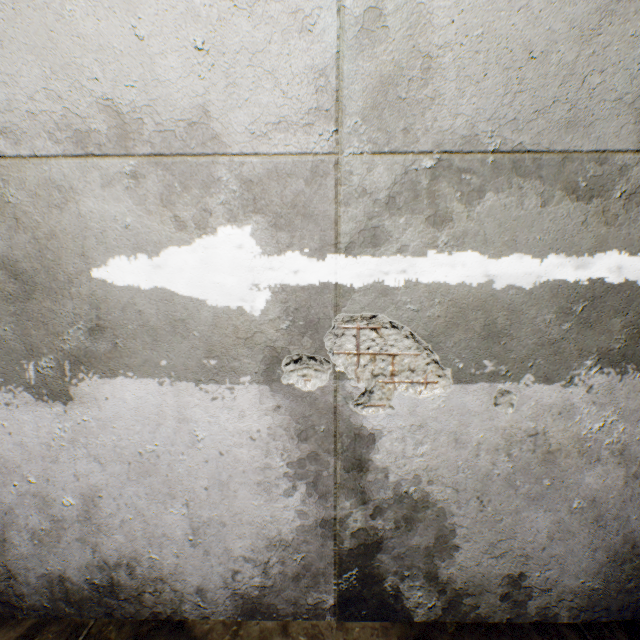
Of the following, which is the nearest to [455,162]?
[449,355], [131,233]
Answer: [449,355]

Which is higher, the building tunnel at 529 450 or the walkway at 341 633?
the building tunnel at 529 450

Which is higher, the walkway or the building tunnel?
the building tunnel
